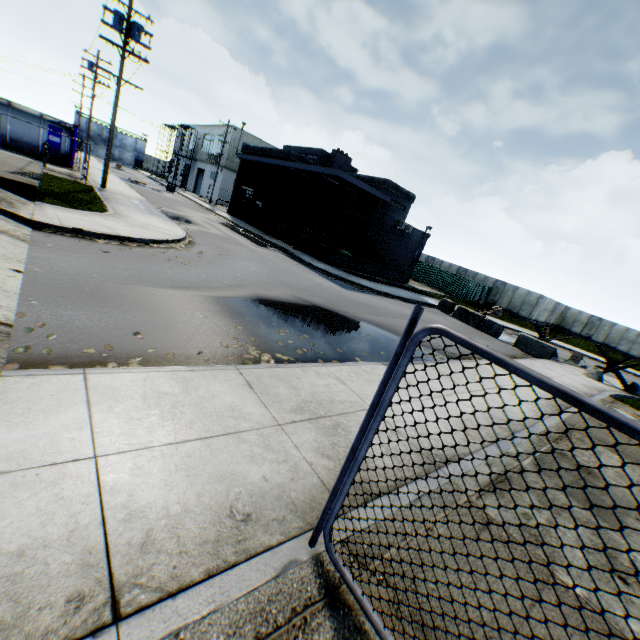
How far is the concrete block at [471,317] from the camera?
18.9m

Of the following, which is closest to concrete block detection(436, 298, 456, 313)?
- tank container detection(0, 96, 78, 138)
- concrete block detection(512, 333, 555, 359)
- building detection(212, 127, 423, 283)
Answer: concrete block detection(512, 333, 555, 359)

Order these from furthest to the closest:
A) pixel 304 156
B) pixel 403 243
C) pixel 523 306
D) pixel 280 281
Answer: pixel 523 306 < pixel 304 156 < pixel 403 243 < pixel 280 281

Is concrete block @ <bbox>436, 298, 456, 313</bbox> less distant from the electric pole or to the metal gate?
the electric pole

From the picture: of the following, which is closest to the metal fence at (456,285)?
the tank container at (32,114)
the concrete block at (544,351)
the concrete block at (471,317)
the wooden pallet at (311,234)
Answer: the concrete block at (544,351)

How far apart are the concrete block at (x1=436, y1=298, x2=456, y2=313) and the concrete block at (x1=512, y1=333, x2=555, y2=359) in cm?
436

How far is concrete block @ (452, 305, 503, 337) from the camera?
18.9m

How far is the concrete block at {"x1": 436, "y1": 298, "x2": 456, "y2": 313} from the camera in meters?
21.4
